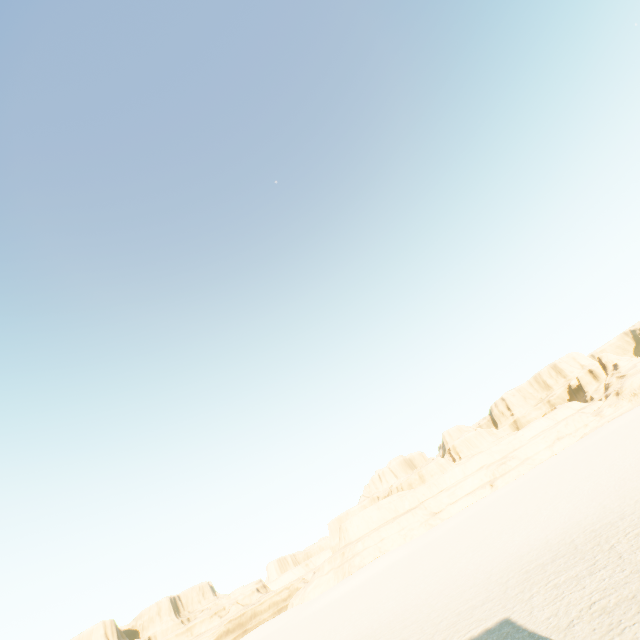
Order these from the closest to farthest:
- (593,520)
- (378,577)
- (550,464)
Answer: (593,520)
(378,577)
(550,464)
